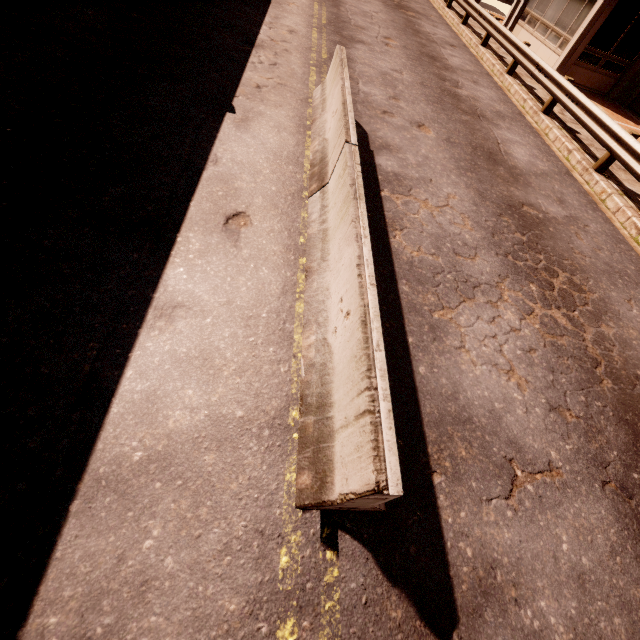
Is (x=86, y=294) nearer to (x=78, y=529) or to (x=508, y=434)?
(x=78, y=529)

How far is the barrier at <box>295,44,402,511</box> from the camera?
2.1m

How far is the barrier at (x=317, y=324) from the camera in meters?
2.1

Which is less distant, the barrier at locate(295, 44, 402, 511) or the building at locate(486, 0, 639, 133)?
the barrier at locate(295, 44, 402, 511)

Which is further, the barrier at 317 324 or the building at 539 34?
the building at 539 34
